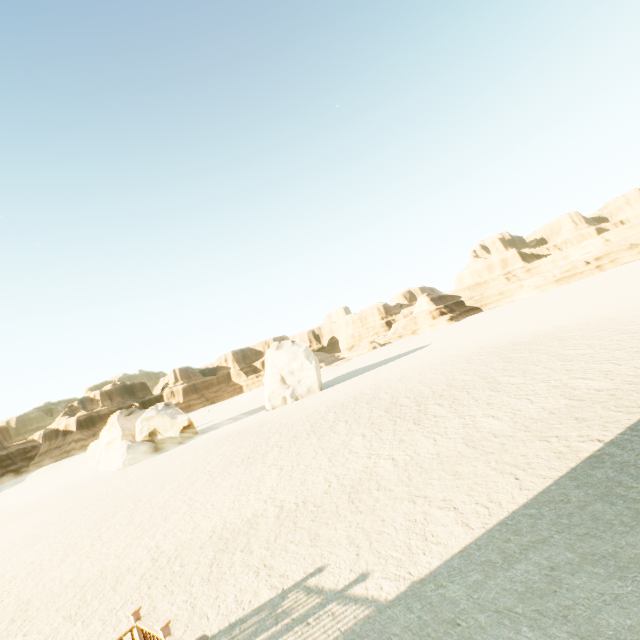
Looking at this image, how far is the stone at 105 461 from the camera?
31.0m

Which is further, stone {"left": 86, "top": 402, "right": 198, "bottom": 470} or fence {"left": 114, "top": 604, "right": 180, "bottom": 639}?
stone {"left": 86, "top": 402, "right": 198, "bottom": 470}

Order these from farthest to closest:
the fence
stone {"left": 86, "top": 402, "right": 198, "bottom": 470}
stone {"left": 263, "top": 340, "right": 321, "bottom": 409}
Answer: stone {"left": 263, "top": 340, "right": 321, "bottom": 409}
stone {"left": 86, "top": 402, "right": 198, "bottom": 470}
the fence

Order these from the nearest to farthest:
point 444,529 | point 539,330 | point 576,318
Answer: point 444,529 < point 576,318 < point 539,330

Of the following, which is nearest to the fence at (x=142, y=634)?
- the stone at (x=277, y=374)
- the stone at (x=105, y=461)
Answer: the stone at (x=277, y=374)

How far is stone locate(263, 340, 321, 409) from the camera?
35.2m

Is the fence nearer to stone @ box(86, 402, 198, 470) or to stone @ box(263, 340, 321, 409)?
stone @ box(263, 340, 321, 409)
